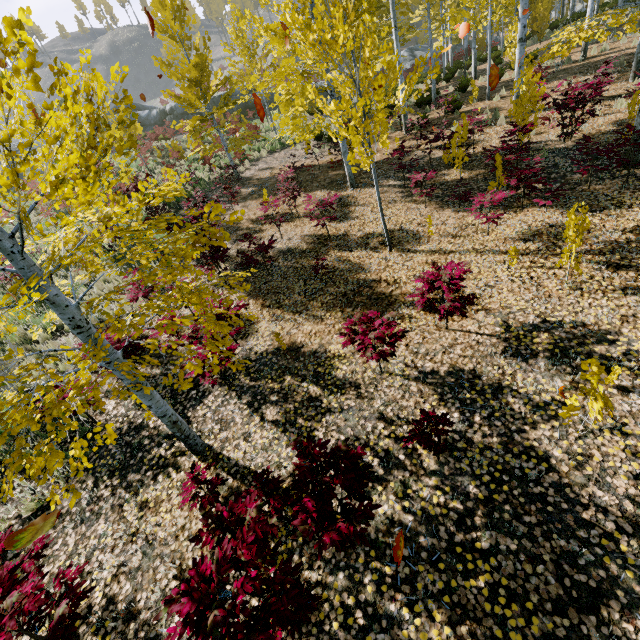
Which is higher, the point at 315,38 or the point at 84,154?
the point at 315,38

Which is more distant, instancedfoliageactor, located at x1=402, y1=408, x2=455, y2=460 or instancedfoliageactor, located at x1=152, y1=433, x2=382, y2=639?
instancedfoliageactor, located at x1=402, y1=408, x2=455, y2=460

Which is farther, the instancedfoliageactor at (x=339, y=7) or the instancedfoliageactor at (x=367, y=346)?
the instancedfoliageactor at (x=367, y=346)

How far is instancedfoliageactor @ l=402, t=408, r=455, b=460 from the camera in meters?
3.7 m

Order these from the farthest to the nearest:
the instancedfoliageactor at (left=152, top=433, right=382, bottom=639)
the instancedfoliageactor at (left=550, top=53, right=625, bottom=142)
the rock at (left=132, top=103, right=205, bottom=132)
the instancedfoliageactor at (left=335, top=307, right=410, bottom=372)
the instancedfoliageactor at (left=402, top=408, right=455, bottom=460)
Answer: the rock at (left=132, top=103, right=205, bottom=132) → the instancedfoliageactor at (left=550, top=53, right=625, bottom=142) → the instancedfoliageactor at (left=335, top=307, right=410, bottom=372) → the instancedfoliageactor at (left=402, top=408, right=455, bottom=460) → the instancedfoliageactor at (left=152, top=433, right=382, bottom=639)

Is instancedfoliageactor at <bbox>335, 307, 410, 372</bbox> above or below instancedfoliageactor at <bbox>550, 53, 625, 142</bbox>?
below

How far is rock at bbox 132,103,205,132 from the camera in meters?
27.8 m
